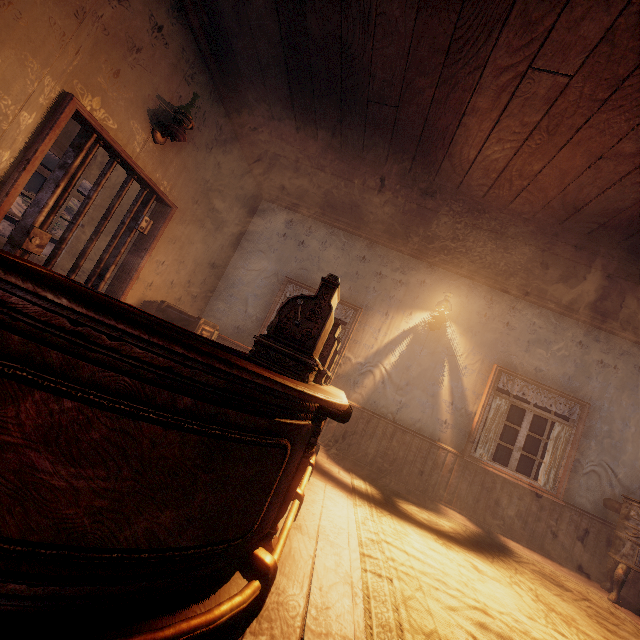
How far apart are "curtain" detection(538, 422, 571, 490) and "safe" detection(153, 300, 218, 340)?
5.6 meters

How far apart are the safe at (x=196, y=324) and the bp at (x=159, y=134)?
2.0m

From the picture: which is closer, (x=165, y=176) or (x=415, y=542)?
(x=415, y=542)

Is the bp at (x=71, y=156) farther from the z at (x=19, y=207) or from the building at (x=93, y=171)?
the z at (x=19, y=207)

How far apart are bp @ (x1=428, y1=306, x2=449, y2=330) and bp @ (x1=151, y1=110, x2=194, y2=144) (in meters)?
4.43

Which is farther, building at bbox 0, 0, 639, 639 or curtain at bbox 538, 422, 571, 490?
curtain at bbox 538, 422, 571, 490

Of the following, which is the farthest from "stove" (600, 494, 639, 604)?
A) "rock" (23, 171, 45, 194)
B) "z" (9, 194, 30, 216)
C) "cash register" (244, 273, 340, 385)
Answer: "rock" (23, 171, 45, 194)

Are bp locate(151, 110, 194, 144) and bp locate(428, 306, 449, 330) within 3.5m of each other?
no
